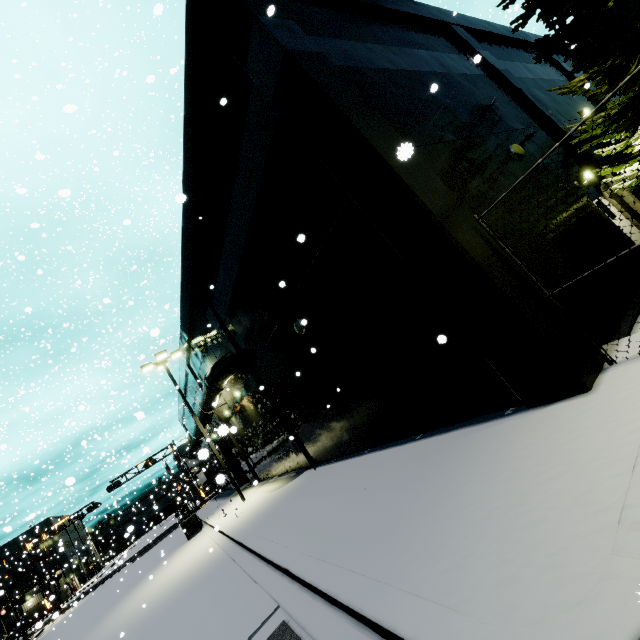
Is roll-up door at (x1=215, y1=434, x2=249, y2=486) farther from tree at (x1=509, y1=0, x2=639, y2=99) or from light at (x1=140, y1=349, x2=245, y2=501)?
tree at (x1=509, y1=0, x2=639, y2=99)

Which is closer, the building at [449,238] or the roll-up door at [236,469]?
the building at [449,238]

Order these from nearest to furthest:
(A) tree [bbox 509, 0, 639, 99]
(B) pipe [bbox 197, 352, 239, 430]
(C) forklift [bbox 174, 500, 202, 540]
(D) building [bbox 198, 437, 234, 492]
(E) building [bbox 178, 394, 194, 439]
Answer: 1. (D) building [bbox 198, 437, 234, 492]
2. (A) tree [bbox 509, 0, 639, 99]
3. (B) pipe [bbox 197, 352, 239, 430]
4. (C) forklift [bbox 174, 500, 202, 540]
5. (E) building [bbox 178, 394, 194, 439]

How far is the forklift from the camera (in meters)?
20.94

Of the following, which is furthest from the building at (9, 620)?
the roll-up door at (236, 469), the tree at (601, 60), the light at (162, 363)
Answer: the tree at (601, 60)

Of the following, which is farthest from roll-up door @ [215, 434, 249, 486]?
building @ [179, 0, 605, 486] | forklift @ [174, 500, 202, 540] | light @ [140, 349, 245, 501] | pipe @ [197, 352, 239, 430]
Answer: light @ [140, 349, 245, 501]

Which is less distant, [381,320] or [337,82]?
[337,82]

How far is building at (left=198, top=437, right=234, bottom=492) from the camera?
4.8m
